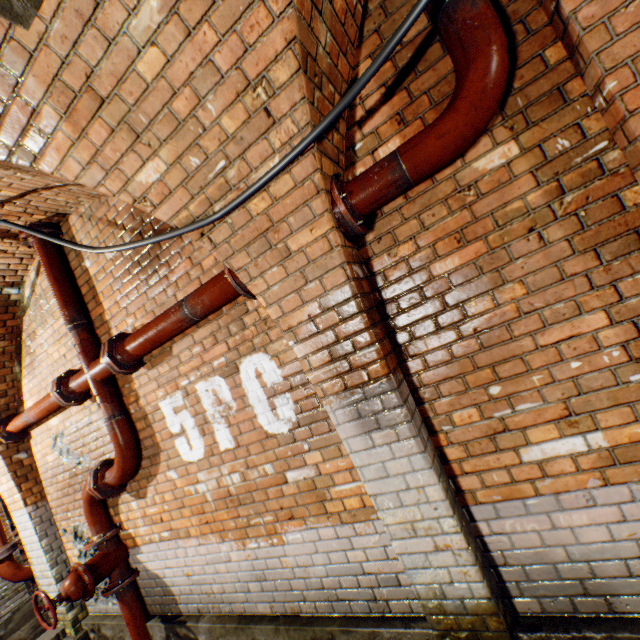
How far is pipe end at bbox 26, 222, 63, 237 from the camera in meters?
3.1

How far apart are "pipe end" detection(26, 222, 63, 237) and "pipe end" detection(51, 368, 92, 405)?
1.3 meters

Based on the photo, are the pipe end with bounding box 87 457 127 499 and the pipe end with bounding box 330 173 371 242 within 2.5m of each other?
no

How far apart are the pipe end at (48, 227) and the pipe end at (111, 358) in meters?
1.3

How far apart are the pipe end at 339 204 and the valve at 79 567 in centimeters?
388cm

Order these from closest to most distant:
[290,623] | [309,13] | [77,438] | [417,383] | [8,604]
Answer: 1. [309,13]
2. [417,383]
3. [290,623]
4. [77,438]
5. [8,604]

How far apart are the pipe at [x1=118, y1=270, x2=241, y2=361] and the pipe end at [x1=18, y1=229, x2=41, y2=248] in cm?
141

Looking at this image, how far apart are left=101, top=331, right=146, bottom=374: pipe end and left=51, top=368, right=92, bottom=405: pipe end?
0.8 meters
